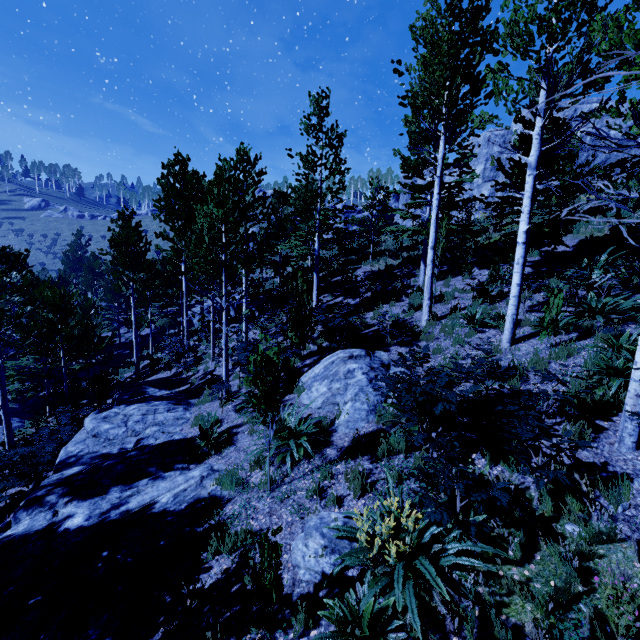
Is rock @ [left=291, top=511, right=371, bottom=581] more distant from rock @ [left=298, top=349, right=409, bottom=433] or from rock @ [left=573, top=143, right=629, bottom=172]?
rock @ [left=573, top=143, right=629, bottom=172]

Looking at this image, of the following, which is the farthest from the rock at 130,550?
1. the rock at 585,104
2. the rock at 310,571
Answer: the rock at 585,104

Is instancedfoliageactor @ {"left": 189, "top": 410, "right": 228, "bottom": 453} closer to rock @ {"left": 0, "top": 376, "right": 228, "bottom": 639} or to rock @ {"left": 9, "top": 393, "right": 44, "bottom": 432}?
rock @ {"left": 0, "top": 376, "right": 228, "bottom": 639}

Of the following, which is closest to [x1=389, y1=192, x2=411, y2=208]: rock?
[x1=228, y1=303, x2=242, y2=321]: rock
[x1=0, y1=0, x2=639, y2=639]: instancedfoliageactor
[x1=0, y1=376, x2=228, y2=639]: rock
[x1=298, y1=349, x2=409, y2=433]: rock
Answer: [x1=0, y1=0, x2=639, y2=639]: instancedfoliageactor

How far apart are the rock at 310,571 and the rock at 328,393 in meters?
2.2 m

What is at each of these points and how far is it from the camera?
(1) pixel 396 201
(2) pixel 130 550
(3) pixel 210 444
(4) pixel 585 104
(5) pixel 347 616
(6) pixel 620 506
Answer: (1) rock, 54.6 meters
(2) rock, 5.3 meters
(3) instancedfoliageactor, 7.9 meters
(4) rock, 20.4 meters
(5) instancedfoliageactor, 3.3 meters
(6) instancedfoliageactor, 3.6 meters

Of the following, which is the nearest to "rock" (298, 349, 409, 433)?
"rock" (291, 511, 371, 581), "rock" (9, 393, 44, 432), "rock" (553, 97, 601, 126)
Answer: "rock" (291, 511, 371, 581)

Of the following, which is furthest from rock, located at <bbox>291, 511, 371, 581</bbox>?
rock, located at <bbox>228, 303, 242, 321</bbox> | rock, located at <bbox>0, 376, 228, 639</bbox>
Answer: rock, located at <bbox>228, 303, 242, 321</bbox>
